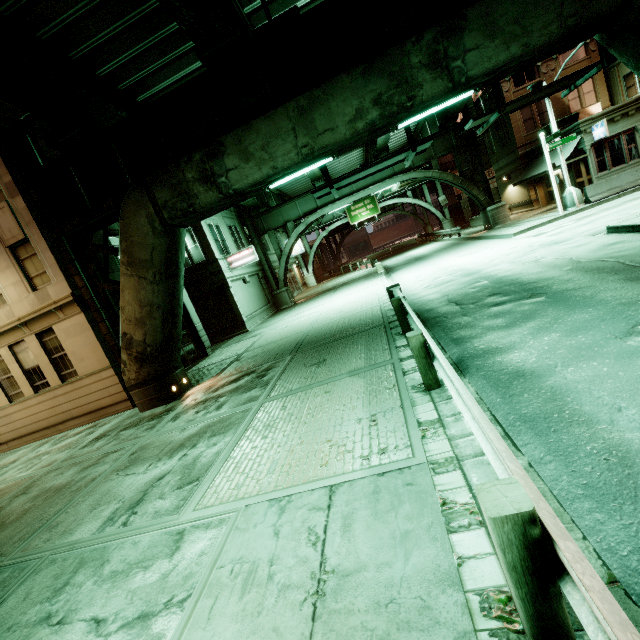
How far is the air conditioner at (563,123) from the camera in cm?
2352

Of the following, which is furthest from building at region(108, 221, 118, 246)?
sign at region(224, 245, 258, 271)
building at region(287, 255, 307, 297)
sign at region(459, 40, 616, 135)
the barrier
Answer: the barrier

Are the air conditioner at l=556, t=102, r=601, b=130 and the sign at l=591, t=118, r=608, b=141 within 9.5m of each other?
yes

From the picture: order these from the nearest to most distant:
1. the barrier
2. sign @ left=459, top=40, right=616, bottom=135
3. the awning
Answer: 1. sign @ left=459, top=40, right=616, bottom=135
2. the barrier
3. the awning

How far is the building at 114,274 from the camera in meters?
14.0 m

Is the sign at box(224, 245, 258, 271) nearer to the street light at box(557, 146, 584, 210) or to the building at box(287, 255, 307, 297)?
the building at box(287, 255, 307, 297)

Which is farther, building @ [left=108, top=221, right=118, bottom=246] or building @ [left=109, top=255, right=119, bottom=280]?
building @ [left=108, top=221, right=118, bottom=246]

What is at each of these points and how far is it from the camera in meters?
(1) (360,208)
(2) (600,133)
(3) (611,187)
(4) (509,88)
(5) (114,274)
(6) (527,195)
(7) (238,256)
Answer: (1) sign, 41.8 m
(2) sign, 19.5 m
(3) barrier, 18.4 m
(4) building, 26.0 m
(5) building, 14.1 m
(6) building, 28.4 m
(7) sign, 22.5 m
